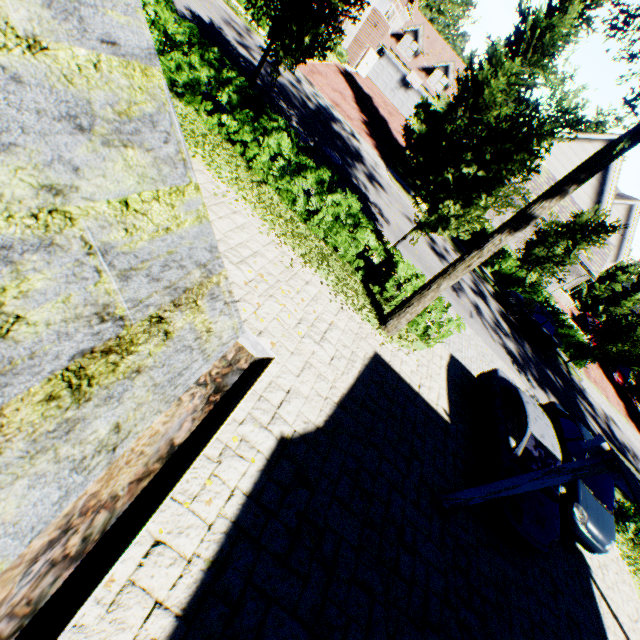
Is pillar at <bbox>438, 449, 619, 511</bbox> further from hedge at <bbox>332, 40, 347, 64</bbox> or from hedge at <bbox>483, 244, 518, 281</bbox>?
hedge at <bbox>332, 40, 347, 64</bbox>

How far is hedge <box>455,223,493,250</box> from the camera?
23.2 meters

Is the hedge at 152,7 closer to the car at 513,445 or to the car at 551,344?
the car at 513,445

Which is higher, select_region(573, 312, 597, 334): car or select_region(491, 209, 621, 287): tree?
select_region(491, 209, 621, 287): tree

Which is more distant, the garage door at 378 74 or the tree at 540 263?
the garage door at 378 74

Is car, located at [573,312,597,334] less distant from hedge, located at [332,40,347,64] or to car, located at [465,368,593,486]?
car, located at [465,368,593,486]

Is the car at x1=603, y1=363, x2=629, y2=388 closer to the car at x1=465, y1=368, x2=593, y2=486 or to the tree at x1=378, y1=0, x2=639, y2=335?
the tree at x1=378, y1=0, x2=639, y2=335

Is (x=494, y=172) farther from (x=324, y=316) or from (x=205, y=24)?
(x=205, y=24)
